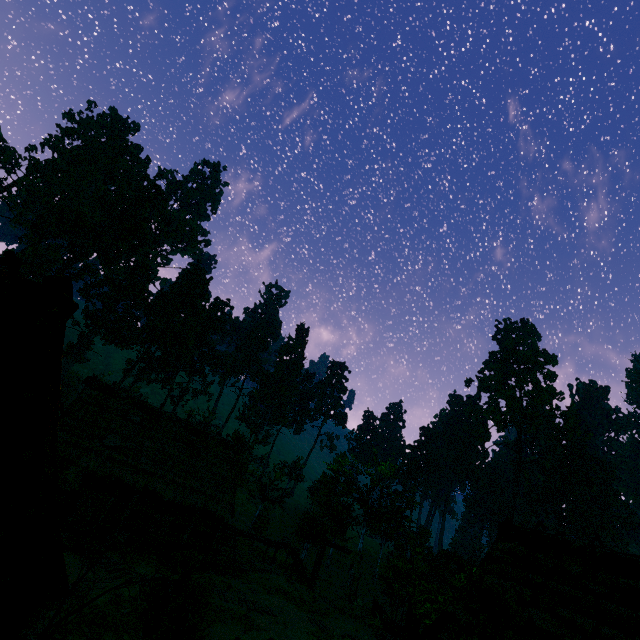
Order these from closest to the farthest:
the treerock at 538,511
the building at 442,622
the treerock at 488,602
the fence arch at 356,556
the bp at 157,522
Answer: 1. the treerock at 488,602
2. the building at 442,622
3. the bp at 157,522
4. the fence arch at 356,556
5. the treerock at 538,511

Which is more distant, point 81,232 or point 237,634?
point 81,232

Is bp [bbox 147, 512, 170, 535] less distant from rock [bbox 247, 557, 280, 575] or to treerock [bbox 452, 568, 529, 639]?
treerock [bbox 452, 568, 529, 639]

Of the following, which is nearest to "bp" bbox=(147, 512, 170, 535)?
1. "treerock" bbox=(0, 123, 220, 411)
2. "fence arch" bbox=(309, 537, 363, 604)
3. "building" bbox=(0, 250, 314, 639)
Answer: "building" bbox=(0, 250, 314, 639)

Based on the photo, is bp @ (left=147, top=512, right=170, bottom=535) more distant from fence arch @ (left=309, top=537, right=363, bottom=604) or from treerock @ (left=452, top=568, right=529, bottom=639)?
fence arch @ (left=309, top=537, right=363, bottom=604)

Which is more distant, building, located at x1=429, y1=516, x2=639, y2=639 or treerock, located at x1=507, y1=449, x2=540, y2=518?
treerock, located at x1=507, y1=449, x2=540, y2=518

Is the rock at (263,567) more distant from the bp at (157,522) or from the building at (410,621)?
the bp at (157,522)
